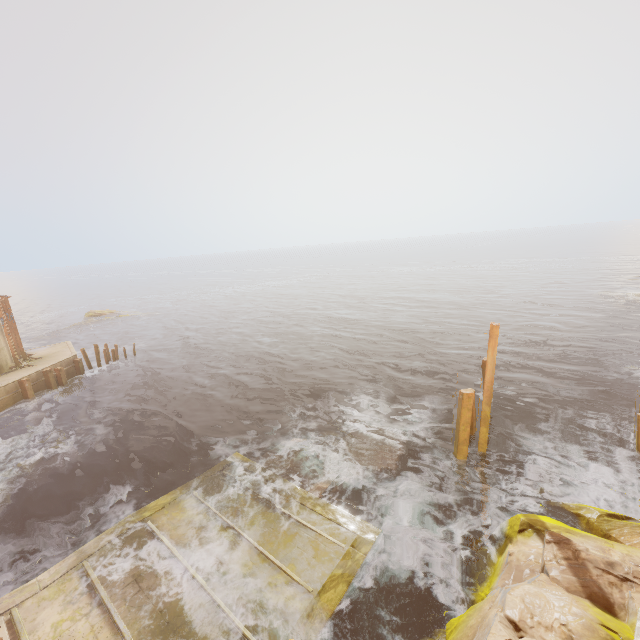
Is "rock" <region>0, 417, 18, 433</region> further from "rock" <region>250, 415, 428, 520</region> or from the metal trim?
"rock" <region>250, 415, 428, 520</region>

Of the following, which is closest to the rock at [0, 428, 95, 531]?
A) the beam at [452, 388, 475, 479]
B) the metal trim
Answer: the metal trim

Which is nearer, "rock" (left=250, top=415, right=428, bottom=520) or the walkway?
the walkway

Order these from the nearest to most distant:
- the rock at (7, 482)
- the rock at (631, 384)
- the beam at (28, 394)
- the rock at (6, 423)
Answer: the rock at (7, 482), the rock at (631, 384), the rock at (6, 423), the beam at (28, 394)

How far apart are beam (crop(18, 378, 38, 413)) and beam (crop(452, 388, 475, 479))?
25.27m

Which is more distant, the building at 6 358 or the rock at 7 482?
the building at 6 358

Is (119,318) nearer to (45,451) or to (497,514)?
(45,451)

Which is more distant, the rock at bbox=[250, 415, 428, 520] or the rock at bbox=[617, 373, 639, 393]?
the rock at bbox=[617, 373, 639, 393]
